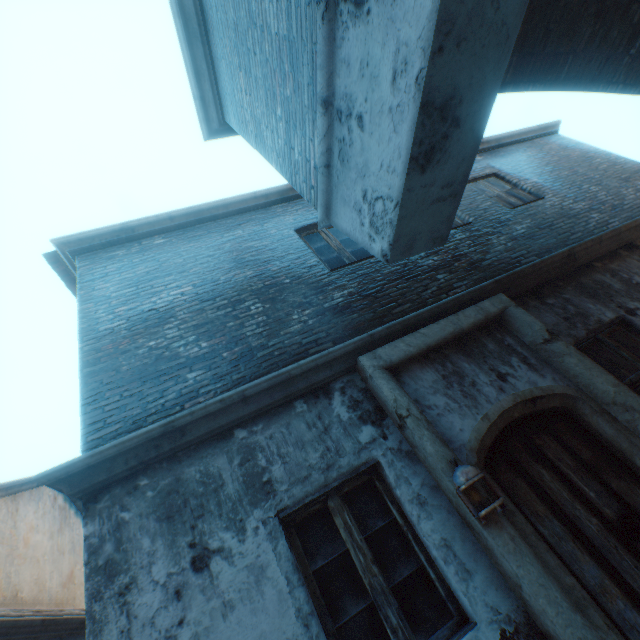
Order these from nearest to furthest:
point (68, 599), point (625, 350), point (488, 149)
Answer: point (625, 350), point (68, 599), point (488, 149)

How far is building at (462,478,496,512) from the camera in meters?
2.6

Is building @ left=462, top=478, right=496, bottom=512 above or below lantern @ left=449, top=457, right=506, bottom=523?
below

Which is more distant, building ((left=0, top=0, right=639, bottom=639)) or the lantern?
the lantern

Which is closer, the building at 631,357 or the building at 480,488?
the building at 631,357

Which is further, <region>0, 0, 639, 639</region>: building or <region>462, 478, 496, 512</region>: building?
<region>462, 478, 496, 512</region>: building
